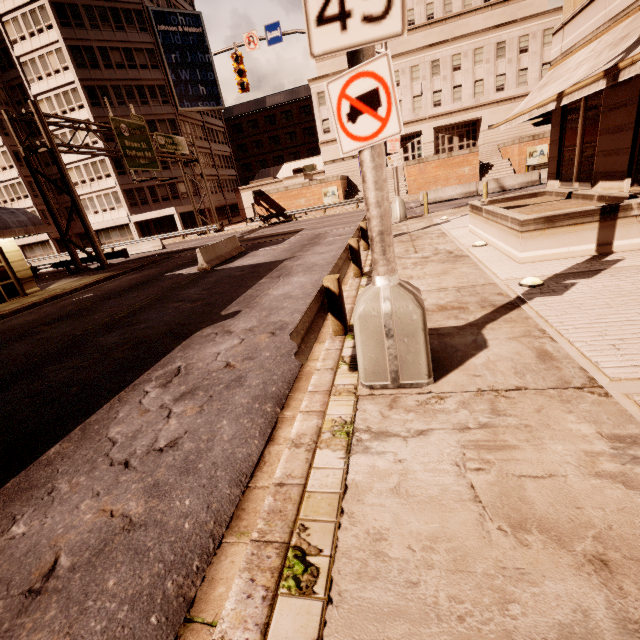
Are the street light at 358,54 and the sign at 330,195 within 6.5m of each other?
no

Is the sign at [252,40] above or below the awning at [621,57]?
above

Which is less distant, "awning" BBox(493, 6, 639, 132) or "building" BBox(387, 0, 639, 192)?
"awning" BBox(493, 6, 639, 132)

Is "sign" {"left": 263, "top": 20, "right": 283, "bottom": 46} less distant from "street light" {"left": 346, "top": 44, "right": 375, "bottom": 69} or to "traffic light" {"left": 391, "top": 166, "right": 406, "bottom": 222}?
"traffic light" {"left": 391, "top": 166, "right": 406, "bottom": 222}

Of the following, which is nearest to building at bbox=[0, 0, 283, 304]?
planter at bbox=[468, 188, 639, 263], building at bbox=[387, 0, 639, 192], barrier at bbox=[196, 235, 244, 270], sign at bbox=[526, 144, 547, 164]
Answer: building at bbox=[387, 0, 639, 192]

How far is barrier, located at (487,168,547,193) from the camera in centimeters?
2256cm

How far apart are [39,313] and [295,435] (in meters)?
14.46

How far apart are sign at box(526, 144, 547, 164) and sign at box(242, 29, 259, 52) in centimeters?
2771cm
